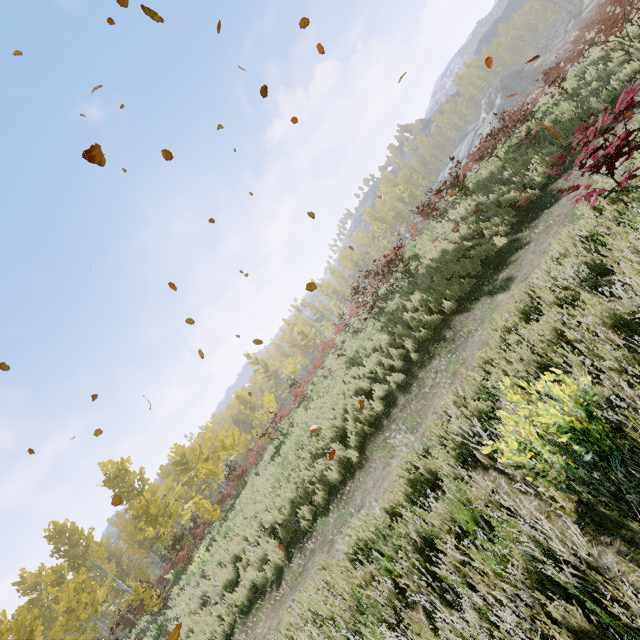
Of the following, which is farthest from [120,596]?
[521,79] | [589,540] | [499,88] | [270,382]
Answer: [521,79]

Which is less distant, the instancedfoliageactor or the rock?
the instancedfoliageactor

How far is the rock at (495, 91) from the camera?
45.7 meters

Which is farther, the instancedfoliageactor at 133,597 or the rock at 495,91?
the rock at 495,91

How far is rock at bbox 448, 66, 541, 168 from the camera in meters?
45.7 m
